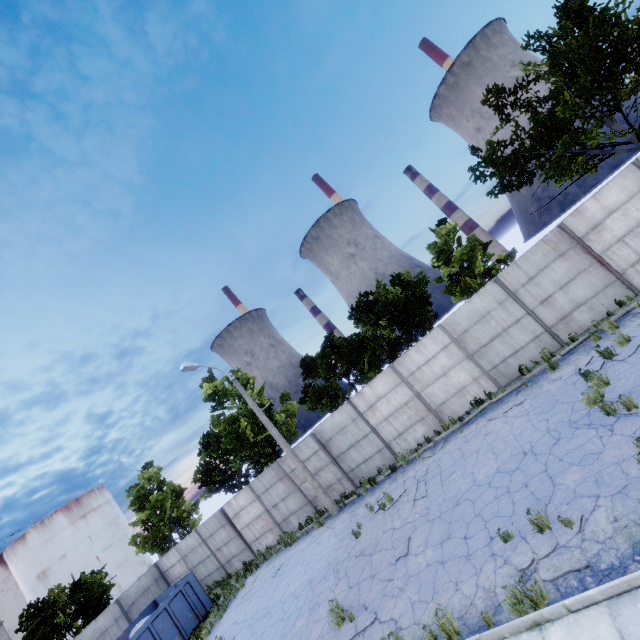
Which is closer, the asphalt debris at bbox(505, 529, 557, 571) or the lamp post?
the asphalt debris at bbox(505, 529, 557, 571)

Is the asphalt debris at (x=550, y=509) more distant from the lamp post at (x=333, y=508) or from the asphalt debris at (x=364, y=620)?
the lamp post at (x=333, y=508)

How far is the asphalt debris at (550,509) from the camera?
5.7 meters

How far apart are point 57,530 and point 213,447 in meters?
38.0

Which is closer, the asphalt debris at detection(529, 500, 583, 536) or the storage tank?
the asphalt debris at detection(529, 500, 583, 536)

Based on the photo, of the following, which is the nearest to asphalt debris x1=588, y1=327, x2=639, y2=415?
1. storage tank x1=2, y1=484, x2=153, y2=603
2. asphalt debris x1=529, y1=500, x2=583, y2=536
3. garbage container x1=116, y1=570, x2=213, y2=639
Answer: asphalt debris x1=529, y1=500, x2=583, y2=536

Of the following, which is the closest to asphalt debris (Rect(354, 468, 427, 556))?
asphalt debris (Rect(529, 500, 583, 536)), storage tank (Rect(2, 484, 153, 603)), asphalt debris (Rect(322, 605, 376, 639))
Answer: asphalt debris (Rect(322, 605, 376, 639))

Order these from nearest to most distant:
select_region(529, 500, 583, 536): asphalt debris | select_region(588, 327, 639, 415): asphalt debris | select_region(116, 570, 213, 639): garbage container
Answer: select_region(529, 500, 583, 536): asphalt debris
select_region(588, 327, 639, 415): asphalt debris
select_region(116, 570, 213, 639): garbage container
